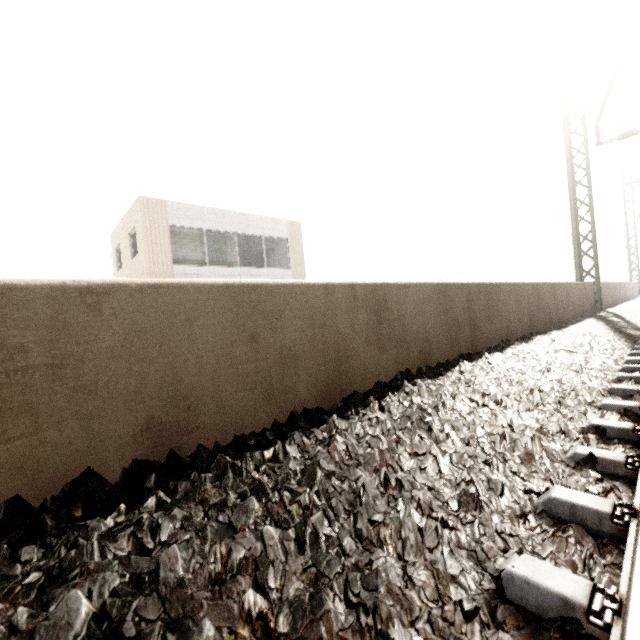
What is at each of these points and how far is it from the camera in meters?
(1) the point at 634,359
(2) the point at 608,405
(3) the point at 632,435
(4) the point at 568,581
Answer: (1) train track, 3.6
(2) train track, 2.3
(3) train track, 1.8
(4) train track, 0.9

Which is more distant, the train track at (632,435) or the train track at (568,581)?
the train track at (632,435)

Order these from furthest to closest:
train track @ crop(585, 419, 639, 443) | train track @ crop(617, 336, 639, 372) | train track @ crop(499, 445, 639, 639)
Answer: train track @ crop(617, 336, 639, 372), train track @ crop(585, 419, 639, 443), train track @ crop(499, 445, 639, 639)

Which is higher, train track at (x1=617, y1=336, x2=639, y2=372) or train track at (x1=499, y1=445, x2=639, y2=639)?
train track at (x1=617, y1=336, x2=639, y2=372)

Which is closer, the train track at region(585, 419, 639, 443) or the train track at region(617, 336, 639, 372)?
the train track at region(585, 419, 639, 443)

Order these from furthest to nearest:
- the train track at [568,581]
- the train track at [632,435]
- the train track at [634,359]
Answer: the train track at [634,359] → the train track at [632,435] → the train track at [568,581]
